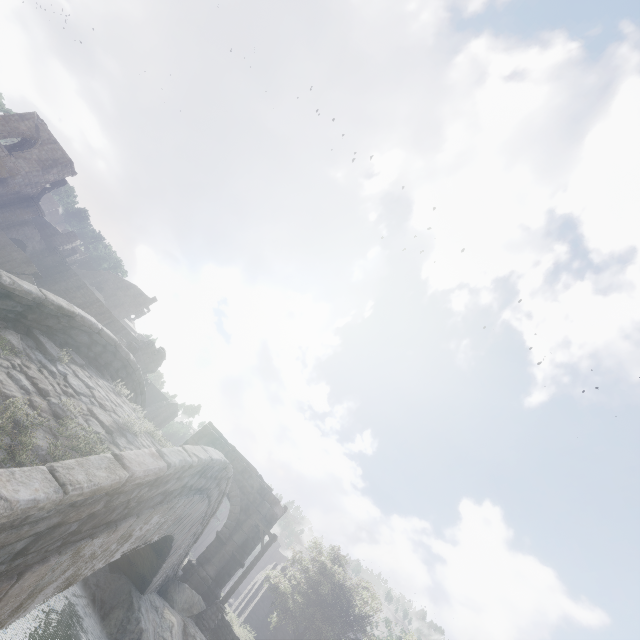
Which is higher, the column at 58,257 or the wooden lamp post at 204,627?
the column at 58,257

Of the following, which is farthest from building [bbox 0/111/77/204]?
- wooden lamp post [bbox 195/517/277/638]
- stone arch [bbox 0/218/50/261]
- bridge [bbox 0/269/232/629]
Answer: wooden lamp post [bbox 195/517/277/638]

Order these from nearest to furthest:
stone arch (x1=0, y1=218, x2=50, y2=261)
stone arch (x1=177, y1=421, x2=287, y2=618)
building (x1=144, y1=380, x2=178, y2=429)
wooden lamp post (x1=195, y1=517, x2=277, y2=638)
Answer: wooden lamp post (x1=195, y1=517, x2=277, y2=638)
stone arch (x1=177, y1=421, x2=287, y2=618)
stone arch (x1=0, y1=218, x2=50, y2=261)
building (x1=144, y1=380, x2=178, y2=429)

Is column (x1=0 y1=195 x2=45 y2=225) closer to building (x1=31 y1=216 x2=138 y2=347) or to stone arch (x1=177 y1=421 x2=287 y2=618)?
building (x1=31 y1=216 x2=138 y2=347)

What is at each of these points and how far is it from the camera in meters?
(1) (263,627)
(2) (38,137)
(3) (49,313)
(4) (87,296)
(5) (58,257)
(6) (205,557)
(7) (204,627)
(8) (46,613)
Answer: (1) building, 28.3 m
(2) building, 30.9 m
(3) bridge, 5.6 m
(4) building, 37.0 m
(5) column, 37.9 m
(6) stone arch, 17.4 m
(7) wooden lamp post, 14.1 m
(8) rock, 7.4 m

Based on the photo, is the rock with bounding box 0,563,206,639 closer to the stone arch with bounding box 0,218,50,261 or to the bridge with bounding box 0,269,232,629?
the bridge with bounding box 0,269,232,629

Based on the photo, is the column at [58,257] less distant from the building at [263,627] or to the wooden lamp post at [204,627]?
the building at [263,627]

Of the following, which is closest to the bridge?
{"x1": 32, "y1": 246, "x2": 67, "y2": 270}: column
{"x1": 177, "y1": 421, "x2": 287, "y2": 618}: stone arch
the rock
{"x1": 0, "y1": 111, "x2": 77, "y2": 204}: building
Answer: the rock
